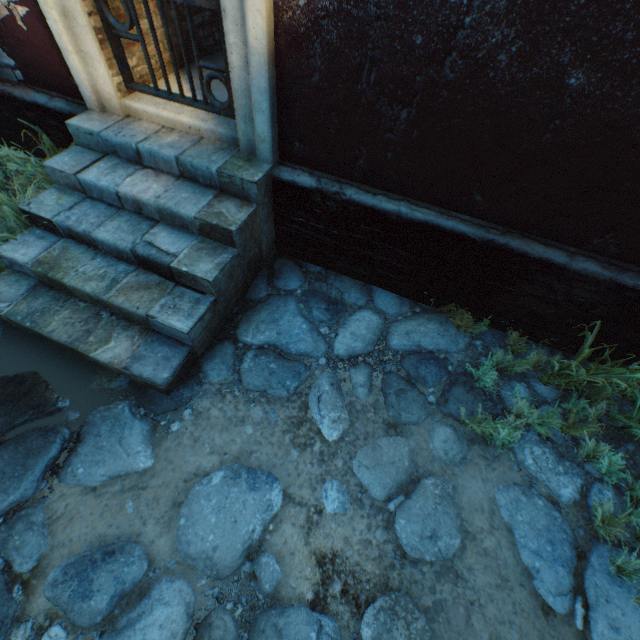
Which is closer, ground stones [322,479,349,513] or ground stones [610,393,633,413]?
ground stones [322,479,349,513]

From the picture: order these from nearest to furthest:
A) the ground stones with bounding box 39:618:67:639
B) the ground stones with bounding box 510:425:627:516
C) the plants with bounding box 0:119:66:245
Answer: the ground stones with bounding box 39:618:67:639
the ground stones with bounding box 510:425:627:516
the plants with bounding box 0:119:66:245

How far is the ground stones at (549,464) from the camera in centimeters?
235cm

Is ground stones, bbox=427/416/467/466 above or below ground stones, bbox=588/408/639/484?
below

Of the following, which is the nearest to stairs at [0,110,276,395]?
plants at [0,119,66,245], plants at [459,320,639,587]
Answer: plants at [0,119,66,245]

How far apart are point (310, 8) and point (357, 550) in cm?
344

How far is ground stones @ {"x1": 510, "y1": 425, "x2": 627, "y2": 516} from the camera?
2.35m
